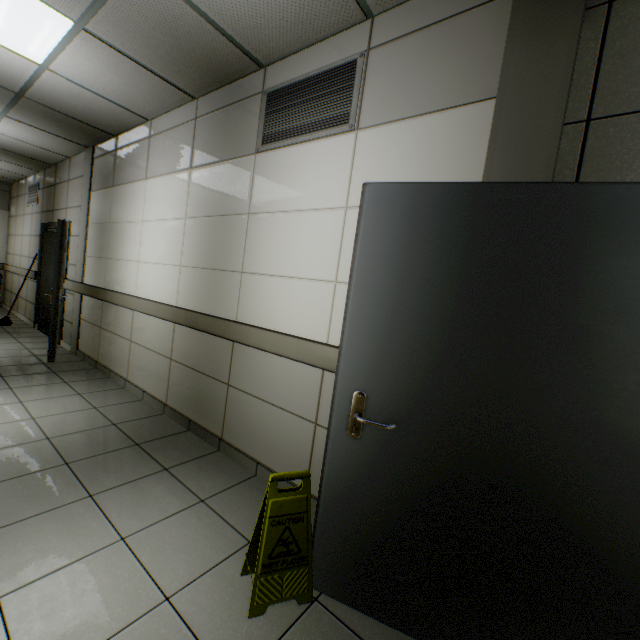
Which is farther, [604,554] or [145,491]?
[145,491]

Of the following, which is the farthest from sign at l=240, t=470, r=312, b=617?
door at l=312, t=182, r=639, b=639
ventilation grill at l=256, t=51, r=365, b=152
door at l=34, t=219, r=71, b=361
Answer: door at l=34, t=219, r=71, b=361

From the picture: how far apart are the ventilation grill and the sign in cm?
214

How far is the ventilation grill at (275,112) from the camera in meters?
2.1

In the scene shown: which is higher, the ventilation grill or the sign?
the ventilation grill

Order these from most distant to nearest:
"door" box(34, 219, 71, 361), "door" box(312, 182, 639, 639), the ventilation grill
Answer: "door" box(34, 219, 71, 361) < the ventilation grill < "door" box(312, 182, 639, 639)

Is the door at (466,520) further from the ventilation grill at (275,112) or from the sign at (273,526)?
the ventilation grill at (275,112)

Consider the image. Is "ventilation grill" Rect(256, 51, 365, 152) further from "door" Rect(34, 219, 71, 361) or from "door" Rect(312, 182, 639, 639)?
"door" Rect(34, 219, 71, 361)
